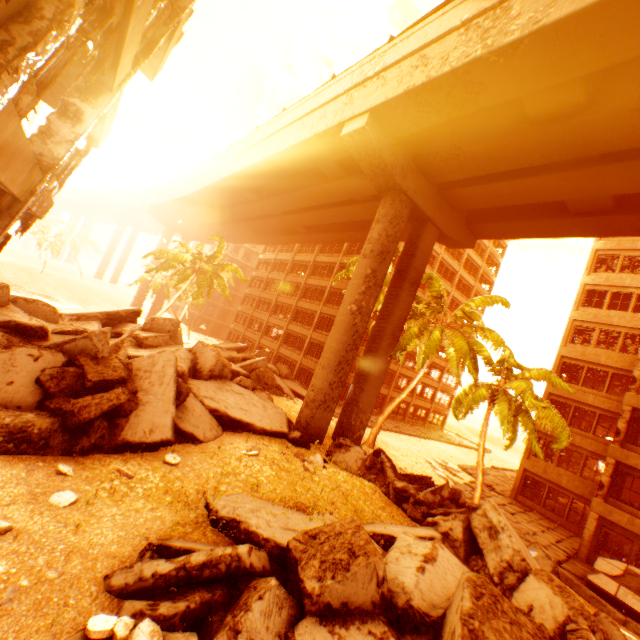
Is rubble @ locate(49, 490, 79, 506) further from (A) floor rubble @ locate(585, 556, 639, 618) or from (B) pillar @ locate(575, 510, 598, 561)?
(B) pillar @ locate(575, 510, 598, 561)

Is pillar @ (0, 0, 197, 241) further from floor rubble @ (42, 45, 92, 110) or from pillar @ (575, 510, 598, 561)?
pillar @ (575, 510, 598, 561)

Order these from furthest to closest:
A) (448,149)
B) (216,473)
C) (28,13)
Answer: (448,149) → (216,473) → (28,13)

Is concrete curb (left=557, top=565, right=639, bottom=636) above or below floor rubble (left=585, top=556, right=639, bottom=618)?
below

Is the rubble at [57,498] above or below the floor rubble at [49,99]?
below

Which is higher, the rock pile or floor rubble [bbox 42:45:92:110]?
floor rubble [bbox 42:45:92:110]

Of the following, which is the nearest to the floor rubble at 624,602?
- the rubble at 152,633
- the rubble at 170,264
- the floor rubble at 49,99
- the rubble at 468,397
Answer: the rubble at 170,264

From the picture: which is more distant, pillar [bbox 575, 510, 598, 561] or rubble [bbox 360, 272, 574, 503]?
pillar [bbox 575, 510, 598, 561]
